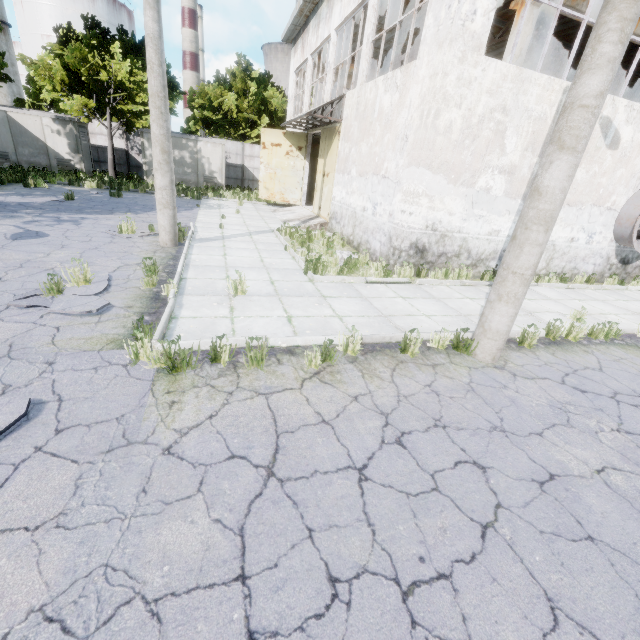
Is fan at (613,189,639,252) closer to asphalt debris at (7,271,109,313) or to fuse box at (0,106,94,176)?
asphalt debris at (7,271,109,313)

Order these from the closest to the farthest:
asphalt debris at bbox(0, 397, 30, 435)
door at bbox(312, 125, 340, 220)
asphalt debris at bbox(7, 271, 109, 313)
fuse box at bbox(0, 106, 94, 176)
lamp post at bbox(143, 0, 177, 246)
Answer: asphalt debris at bbox(0, 397, 30, 435), asphalt debris at bbox(7, 271, 109, 313), lamp post at bbox(143, 0, 177, 246), door at bbox(312, 125, 340, 220), fuse box at bbox(0, 106, 94, 176)

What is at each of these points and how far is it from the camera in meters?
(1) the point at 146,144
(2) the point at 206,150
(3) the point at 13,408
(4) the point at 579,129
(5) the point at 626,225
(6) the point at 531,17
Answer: (1) fuse box, 21.8
(2) fuse box, 23.0
(3) asphalt debris, 3.1
(4) lamp post, 3.9
(5) fan, 10.7
(6) column, 10.0

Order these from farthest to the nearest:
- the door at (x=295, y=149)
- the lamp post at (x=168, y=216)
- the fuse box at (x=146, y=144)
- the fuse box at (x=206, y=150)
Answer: the fuse box at (x=206, y=150) < the fuse box at (x=146, y=144) < the door at (x=295, y=149) < the lamp post at (x=168, y=216)

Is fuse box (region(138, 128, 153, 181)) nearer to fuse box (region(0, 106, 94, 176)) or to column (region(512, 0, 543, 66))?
fuse box (region(0, 106, 94, 176))

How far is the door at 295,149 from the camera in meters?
18.3

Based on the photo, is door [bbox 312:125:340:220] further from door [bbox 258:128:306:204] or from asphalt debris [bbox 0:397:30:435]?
asphalt debris [bbox 0:397:30:435]

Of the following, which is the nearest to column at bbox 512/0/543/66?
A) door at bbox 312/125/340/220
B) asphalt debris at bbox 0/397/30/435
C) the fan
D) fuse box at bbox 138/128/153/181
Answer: the fan
